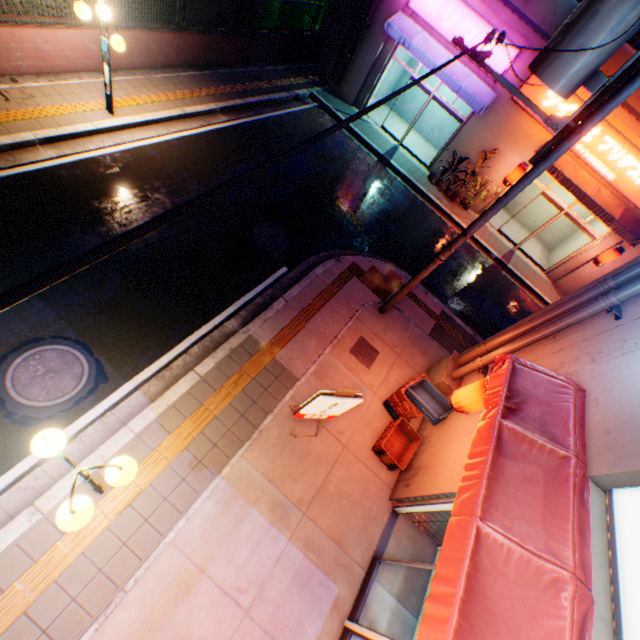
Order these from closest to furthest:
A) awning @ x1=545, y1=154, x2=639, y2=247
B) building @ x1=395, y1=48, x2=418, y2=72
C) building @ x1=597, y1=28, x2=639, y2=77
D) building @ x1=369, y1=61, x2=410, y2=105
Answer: building @ x1=597, y1=28, x2=639, y2=77 → awning @ x1=545, y1=154, x2=639, y2=247 → building @ x1=395, y1=48, x2=418, y2=72 → building @ x1=369, y1=61, x2=410, y2=105

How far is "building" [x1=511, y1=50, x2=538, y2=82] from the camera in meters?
11.6

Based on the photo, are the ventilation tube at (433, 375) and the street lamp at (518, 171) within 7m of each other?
no

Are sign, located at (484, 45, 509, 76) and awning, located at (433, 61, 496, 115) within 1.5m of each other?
yes

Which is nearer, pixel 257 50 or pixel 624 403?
pixel 624 403

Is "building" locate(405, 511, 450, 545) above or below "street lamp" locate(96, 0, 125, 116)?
below

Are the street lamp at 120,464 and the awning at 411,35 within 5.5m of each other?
no
